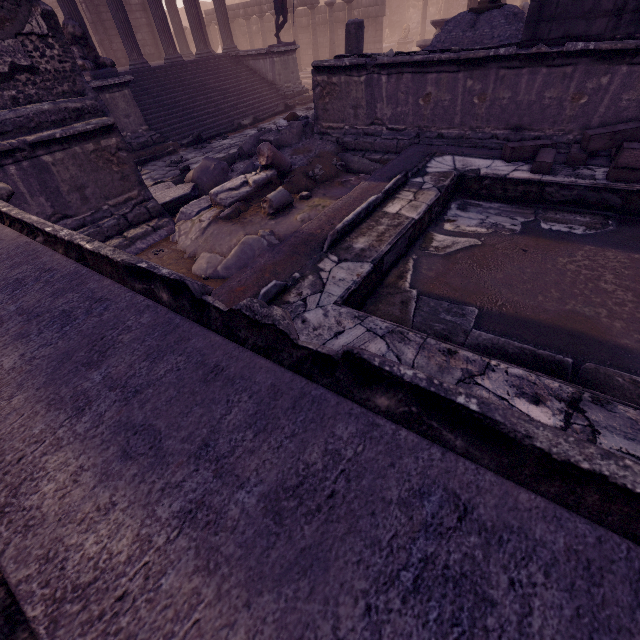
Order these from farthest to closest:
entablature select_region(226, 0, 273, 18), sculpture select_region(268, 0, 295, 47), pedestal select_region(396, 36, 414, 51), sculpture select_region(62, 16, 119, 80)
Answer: pedestal select_region(396, 36, 414, 51)
entablature select_region(226, 0, 273, 18)
sculpture select_region(268, 0, 295, 47)
sculpture select_region(62, 16, 119, 80)

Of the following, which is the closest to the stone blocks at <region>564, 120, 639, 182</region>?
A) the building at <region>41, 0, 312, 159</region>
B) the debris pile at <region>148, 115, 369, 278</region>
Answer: the debris pile at <region>148, 115, 369, 278</region>

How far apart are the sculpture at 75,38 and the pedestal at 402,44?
19.4m

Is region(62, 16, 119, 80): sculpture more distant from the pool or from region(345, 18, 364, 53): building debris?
the pool

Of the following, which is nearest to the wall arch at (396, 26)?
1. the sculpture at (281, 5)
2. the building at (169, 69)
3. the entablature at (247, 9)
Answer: the entablature at (247, 9)

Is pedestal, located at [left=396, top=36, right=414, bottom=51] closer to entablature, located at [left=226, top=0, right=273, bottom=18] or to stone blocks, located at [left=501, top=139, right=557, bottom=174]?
entablature, located at [left=226, top=0, right=273, bottom=18]

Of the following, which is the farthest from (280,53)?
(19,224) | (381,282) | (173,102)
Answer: (19,224)

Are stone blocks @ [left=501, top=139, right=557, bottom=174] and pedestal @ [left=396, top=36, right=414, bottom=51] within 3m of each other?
no
